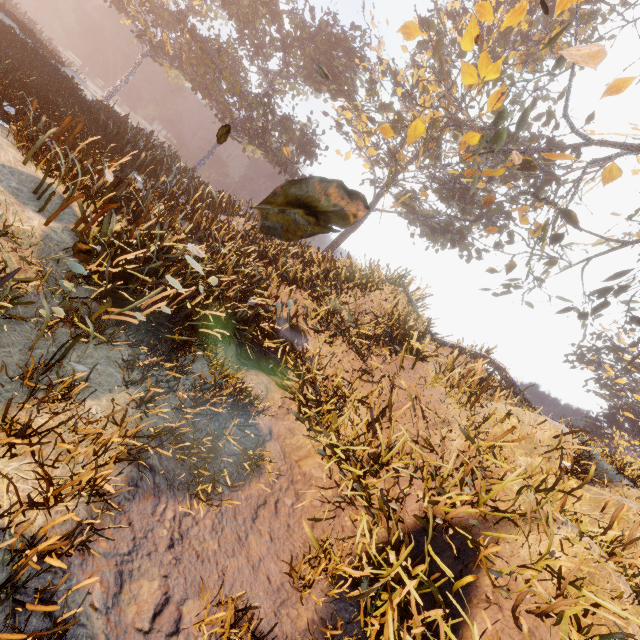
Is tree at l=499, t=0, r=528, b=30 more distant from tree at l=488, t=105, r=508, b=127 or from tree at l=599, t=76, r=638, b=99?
tree at l=599, t=76, r=638, b=99

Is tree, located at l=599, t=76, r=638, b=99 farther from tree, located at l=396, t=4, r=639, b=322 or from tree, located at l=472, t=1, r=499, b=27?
tree, located at l=472, t=1, r=499, b=27

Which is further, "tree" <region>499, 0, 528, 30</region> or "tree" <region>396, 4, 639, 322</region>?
"tree" <region>396, 4, 639, 322</region>

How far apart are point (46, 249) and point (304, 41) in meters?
31.3 m

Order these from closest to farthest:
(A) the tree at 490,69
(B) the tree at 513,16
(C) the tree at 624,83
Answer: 1. (B) the tree at 513,16
2. (A) the tree at 490,69
3. (C) the tree at 624,83

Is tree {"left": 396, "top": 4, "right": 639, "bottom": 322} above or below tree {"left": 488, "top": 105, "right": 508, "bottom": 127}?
below

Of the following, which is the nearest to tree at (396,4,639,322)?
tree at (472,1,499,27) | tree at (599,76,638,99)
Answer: tree at (599,76,638,99)

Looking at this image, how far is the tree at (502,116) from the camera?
8.59m
